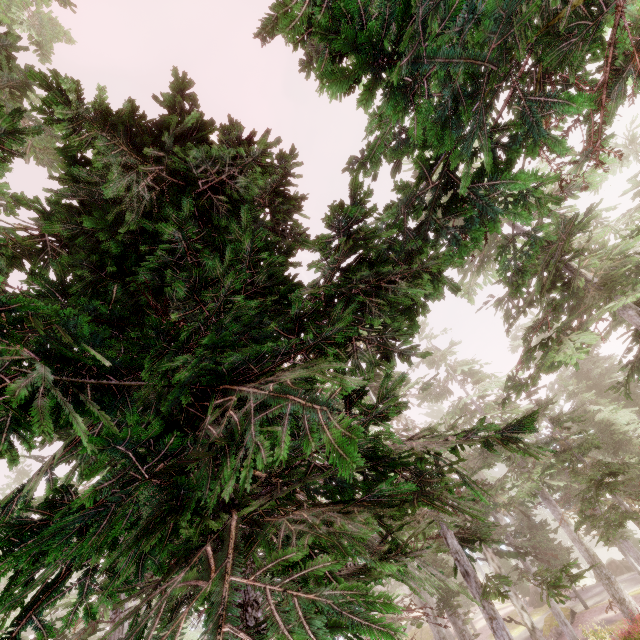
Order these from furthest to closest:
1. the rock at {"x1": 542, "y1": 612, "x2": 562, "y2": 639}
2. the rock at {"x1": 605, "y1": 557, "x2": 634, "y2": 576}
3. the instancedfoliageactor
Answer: the rock at {"x1": 605, "y1": 557, "x2": 634, "y2": 576}, the rock at {"x1": 542, "y1": 612, "x2": 562, "y2": 639}, the instancedfoliageactor

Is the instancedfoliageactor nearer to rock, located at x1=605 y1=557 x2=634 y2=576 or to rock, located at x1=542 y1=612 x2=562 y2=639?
rock, located at x1=605 y1=557 x2=634 y2=576

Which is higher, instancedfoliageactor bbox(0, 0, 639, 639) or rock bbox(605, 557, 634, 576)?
instancedfoliageactor bbox(0, 0, 639, 639)

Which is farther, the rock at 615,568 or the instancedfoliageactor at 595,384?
the rock at 615,568

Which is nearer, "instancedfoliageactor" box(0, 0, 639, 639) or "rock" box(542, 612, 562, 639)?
"instancedfoliageactor" box(0, 0, 639, 639)

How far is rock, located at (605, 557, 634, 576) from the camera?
30.8 meters

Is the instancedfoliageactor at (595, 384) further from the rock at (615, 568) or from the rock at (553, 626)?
the rock at (553, 626)

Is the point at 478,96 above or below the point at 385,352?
above
